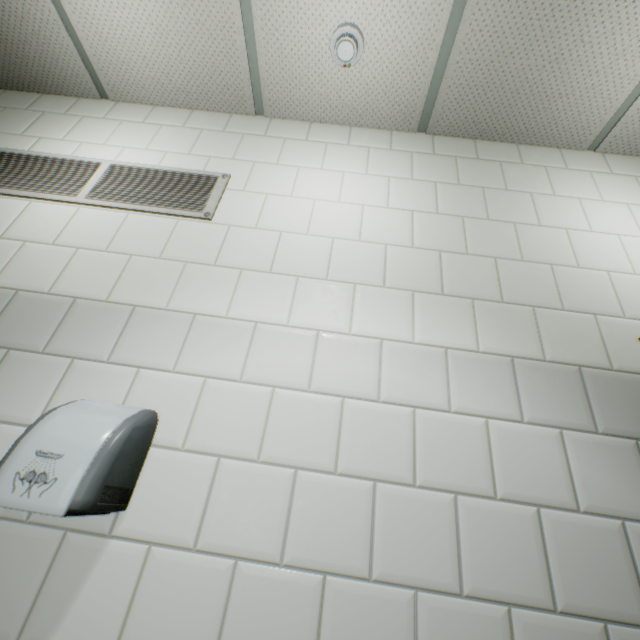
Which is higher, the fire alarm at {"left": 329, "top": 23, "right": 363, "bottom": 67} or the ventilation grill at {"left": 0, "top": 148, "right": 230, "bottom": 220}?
the fire alarm at {"left": 329, "top": 23, "right": 363, "bottom": 67}

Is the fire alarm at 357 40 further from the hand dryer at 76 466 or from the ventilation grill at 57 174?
the hand dryer at 76 466

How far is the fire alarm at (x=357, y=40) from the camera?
1.55m

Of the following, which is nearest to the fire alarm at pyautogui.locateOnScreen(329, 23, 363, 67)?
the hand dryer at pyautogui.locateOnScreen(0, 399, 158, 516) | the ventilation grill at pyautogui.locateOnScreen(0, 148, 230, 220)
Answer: the ventilation grill at pyautogui.locateOnScreen(0, 148, 230, 220)

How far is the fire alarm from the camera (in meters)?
1.55

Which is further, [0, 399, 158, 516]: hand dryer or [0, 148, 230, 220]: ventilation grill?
[0, 148, 230, 220]: ventilation grill

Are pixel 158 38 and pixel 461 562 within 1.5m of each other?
no
